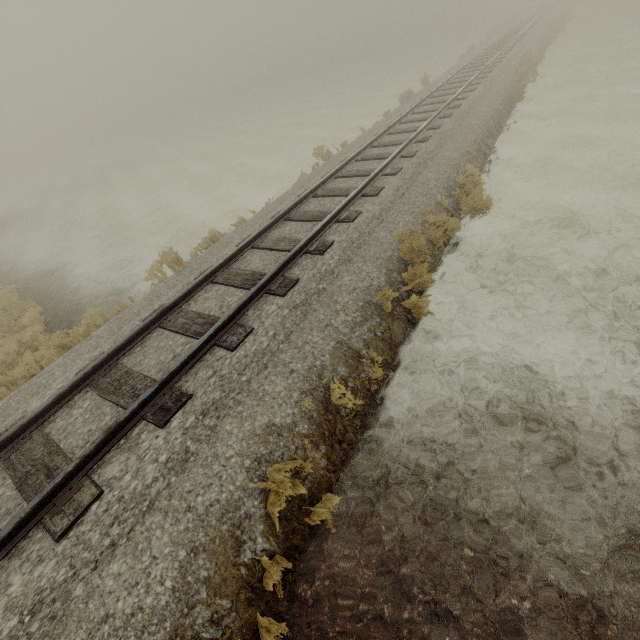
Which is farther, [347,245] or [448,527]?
[347,245]
